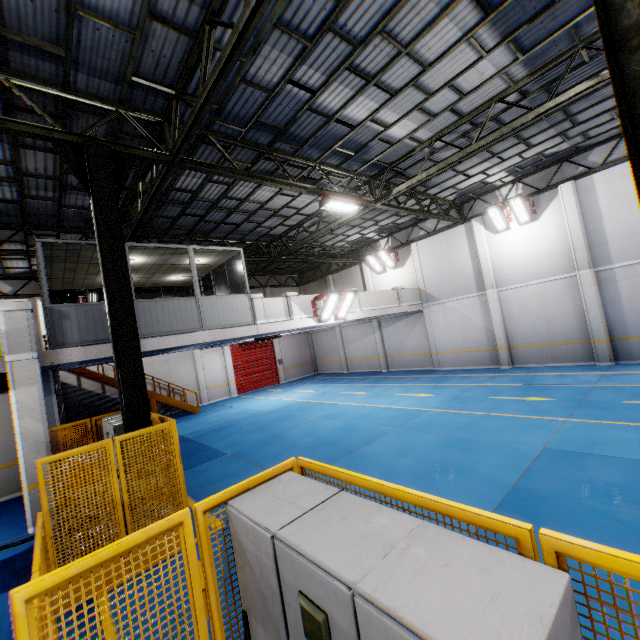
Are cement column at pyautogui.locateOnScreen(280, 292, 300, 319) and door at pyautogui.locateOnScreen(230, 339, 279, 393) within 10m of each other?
no

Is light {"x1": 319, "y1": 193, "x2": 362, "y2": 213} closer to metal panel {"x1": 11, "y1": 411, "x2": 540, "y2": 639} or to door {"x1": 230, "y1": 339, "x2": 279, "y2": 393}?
metal panel {"x1": 11, "y1": 411, "x2": 540, "y2": 639}

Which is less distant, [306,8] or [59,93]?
[306,8]

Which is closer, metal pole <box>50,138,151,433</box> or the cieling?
metal pole <box>50,138,151,433</box>

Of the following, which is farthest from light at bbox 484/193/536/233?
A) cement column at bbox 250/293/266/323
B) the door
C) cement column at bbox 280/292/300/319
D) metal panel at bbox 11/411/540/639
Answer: the door

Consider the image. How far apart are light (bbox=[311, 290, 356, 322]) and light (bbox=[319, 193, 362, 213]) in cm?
320

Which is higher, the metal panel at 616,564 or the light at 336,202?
the light at 336,202

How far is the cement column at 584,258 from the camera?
13.5 meters
